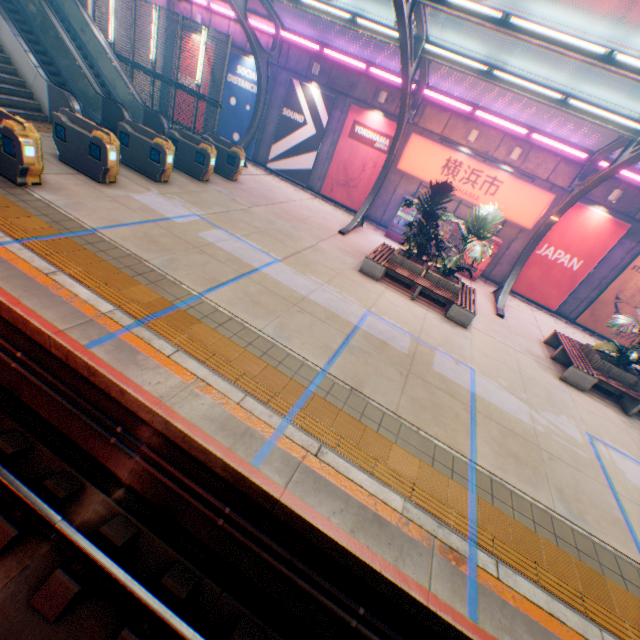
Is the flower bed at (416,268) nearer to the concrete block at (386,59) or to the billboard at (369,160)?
the billboard at (369,160)

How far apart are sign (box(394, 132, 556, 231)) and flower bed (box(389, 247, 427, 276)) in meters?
5.2

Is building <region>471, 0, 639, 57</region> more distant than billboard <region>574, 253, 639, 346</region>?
Yes

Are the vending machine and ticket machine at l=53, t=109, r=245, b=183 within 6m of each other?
no

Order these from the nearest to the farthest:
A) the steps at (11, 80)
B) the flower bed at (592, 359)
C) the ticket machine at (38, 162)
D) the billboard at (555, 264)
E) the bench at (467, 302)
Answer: the ticket machine at (38, 162), the flower bed at (592, 359), the bench at (467, 302), the steps at (11, 80), the billboard at (555, 264)

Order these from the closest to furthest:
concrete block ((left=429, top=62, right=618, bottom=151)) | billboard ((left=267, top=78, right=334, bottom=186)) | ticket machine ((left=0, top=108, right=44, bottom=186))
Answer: ticket machine ((left=0, top=108, right=44, bottom=186)) < concrete block ((left=429, top=62, right=618, bottom=151)) < billboard ((left=267, top=78, right=334, bottom=186))

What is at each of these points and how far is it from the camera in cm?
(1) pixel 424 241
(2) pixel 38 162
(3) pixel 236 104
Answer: (1) plants, 1034
(2) ticket machine, 749
(3) billboard, 1738

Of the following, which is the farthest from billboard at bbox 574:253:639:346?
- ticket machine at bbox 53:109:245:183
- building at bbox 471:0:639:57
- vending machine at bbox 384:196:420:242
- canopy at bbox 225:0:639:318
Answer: building at bbox 471:0:639:57
